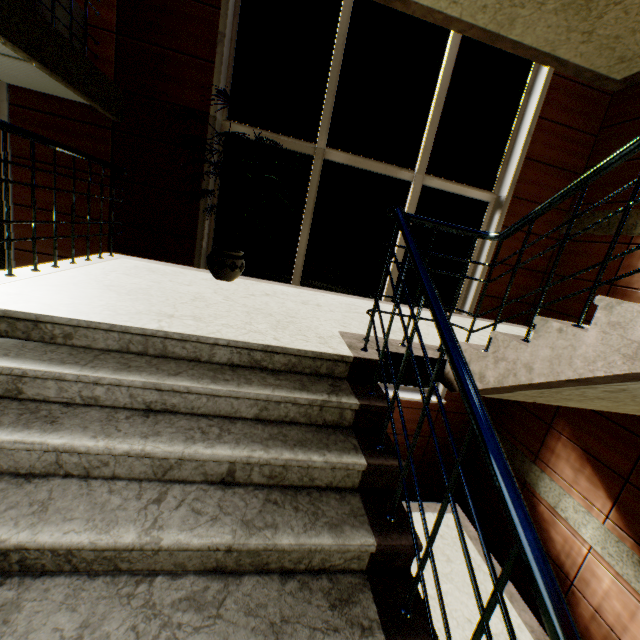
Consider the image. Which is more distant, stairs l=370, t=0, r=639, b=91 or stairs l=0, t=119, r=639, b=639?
stairs l=370, t=0, r=639, b=91

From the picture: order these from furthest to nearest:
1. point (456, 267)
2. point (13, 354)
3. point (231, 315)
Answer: point (456, 267)
point (231, 315)
point (13, 354)

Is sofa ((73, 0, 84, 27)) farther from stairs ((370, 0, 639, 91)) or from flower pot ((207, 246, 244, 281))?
flower pot ((207, 246, 244, 281))

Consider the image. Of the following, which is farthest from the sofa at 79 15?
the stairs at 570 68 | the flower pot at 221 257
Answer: the flower pot at 221 257

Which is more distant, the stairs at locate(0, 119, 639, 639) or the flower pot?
the flower pot

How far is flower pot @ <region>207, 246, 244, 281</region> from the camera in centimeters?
344cm

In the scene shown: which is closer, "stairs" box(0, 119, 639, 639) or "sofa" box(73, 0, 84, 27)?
"stairs" box(0, 119, 639, 639)
